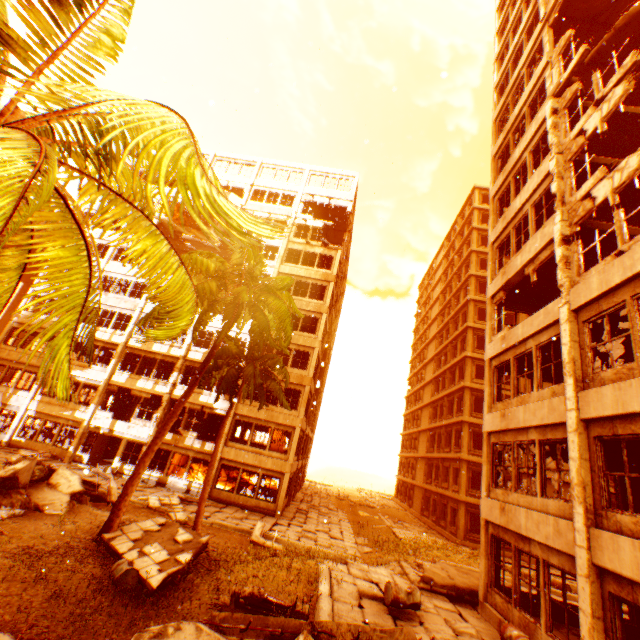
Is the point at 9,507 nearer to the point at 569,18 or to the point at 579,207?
the point at 579,207

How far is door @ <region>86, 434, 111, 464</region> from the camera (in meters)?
21.67

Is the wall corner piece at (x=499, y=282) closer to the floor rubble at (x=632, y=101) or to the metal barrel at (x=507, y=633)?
the floor rubble at (x=632, y=101)

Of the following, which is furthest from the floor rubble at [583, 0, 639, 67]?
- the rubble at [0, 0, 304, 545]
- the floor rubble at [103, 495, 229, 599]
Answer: the floor rubble at [103, 495, 229, 599]

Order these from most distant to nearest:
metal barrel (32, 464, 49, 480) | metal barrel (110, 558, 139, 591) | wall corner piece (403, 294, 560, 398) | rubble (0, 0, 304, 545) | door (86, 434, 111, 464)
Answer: door (86, 434, 111, 464) < metal barrel (32, 464, 49, 480) < wall corner piece (403, 294, 560, 398) < metal barrel (110, 558, 139, 591) < rubble (0, 0, 304, 545)

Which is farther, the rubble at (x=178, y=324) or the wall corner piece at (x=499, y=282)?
the wall corner piece at (x=499, y=282)

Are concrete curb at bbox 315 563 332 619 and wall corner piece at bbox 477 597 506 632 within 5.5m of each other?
yes

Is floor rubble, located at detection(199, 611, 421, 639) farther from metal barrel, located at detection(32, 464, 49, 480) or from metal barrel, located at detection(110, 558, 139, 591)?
metal barrel, located at detection(32, 464, 49, 480)
